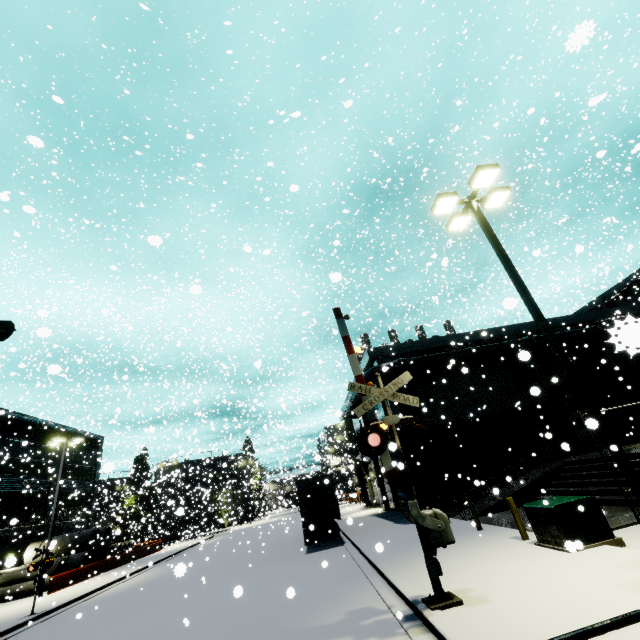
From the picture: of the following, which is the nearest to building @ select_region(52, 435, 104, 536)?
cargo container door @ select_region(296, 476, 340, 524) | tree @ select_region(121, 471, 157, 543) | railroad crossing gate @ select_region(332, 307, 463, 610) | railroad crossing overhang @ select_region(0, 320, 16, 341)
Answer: tree @ select_region(121, 471, 157, 543)

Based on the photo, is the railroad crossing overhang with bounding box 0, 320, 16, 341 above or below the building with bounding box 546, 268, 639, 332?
below

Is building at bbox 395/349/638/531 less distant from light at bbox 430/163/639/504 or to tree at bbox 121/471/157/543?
tree at bbox 121/471/157/543

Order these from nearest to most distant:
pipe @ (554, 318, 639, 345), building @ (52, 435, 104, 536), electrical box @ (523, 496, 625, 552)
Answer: pipe @ (554, 318, 639, 345), electrical box @ (523, 496, 625, 552), building @ (52, 435, 104, 536)

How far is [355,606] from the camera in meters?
8.5 m

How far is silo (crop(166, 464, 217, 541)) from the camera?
33.77m

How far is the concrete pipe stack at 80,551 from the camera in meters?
28.5

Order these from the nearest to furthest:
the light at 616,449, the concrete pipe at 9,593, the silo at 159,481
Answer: the light at 616,449 < the concrete pipe at 9,593 < the silo at 159,481
